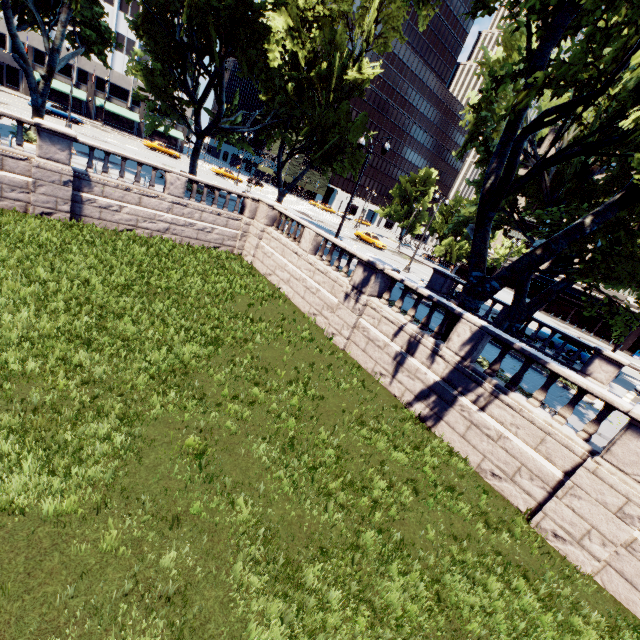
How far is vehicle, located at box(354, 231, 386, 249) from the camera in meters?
41.6 m

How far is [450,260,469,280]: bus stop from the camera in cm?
4447

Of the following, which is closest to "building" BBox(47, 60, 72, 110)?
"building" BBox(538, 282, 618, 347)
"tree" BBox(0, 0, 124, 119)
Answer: "tree" BBox(0, 0, 124, 119)

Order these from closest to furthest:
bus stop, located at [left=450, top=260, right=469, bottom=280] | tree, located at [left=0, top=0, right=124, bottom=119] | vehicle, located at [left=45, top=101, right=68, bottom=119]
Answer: tree, located at [left=0, top=0, right=124, bottom=119], vehicle, located at [left=45, top=101, right=68, bottom=119], bus stop, located at [left=450, top=260, right=469, bottom=280]

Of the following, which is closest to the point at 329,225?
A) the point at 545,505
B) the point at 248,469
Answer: the point at 545,505

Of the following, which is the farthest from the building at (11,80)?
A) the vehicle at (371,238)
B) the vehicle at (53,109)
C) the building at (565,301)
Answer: the building at (565,301)

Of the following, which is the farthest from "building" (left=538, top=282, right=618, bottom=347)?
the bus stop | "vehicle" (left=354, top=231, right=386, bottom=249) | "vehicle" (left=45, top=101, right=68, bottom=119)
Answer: "vehicle" (left=45, top=101, right=68, bottom=119)

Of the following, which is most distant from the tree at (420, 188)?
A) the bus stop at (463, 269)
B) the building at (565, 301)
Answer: the building at (565, 301)
